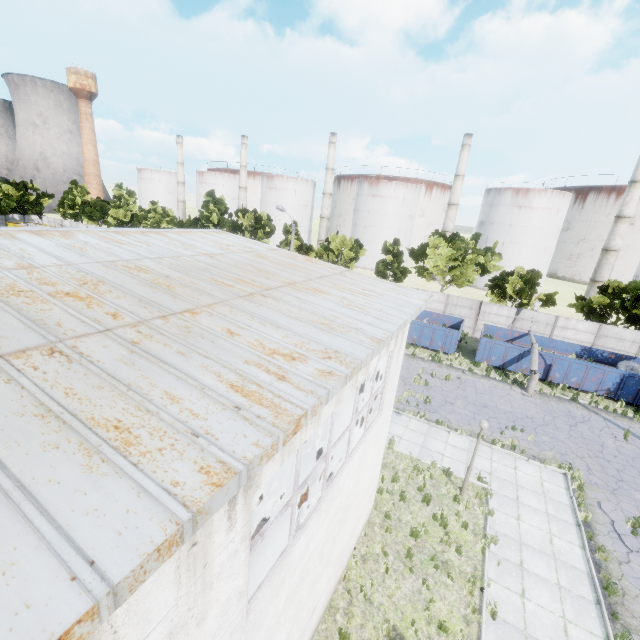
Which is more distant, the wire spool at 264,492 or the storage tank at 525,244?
the storage tank at 525,244

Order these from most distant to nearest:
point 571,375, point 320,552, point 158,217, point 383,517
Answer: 1. point 158,217
2. point 571,375
3. point 383,517
4. point 320,552

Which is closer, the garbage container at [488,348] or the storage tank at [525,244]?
the garbage container at [488,348]

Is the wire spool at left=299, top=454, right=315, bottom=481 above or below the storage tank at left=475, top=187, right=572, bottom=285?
below

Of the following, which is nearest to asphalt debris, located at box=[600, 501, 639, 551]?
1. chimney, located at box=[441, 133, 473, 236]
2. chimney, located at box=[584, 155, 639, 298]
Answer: chimney, located at box=[584, 155, 639, 298]

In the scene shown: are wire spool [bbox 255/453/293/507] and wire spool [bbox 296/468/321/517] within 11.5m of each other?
yes

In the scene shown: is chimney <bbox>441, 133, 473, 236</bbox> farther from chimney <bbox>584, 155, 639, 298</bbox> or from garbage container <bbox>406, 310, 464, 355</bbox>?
garbage container <bbox>406, 310, 464, 355</bbox>

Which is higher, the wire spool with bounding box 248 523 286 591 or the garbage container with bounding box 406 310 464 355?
the wire spool with bounding box 248 523 286 591
